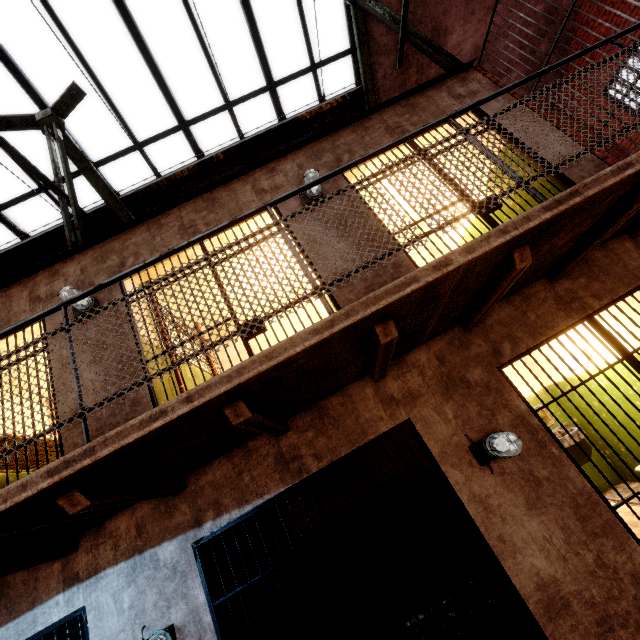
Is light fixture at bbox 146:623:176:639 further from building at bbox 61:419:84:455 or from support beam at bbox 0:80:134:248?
support beam at bbox 0:80:134:248

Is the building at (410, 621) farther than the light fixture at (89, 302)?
Yes

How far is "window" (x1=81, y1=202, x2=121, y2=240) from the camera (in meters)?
6.53

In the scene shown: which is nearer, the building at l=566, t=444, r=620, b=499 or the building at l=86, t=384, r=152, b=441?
the building at l=86, t=384, r=152, b=441

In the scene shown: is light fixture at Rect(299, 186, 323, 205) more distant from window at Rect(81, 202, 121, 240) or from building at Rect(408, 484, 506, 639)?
window at Rect(81, 202, 121, 240)

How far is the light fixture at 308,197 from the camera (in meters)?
3.82

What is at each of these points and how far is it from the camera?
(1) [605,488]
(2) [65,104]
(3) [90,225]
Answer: (1) building, 5.4 meters
(2) support beam, 5.5 meters
(3) window, 6.8 meters

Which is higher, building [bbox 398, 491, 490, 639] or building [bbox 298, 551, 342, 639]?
building [bbox 298, 551, 342, 639]
